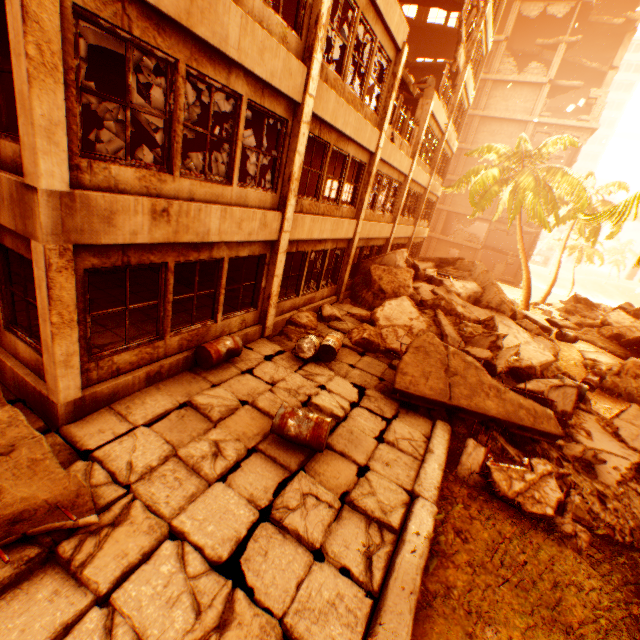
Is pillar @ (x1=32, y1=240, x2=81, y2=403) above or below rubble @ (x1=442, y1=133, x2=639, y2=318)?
below

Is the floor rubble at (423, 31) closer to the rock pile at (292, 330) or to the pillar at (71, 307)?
the rock pile at (292, 330)

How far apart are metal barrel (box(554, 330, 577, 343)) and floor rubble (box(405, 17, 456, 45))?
18.8 meters

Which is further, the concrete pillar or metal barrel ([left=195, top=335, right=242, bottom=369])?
the concrete pillar

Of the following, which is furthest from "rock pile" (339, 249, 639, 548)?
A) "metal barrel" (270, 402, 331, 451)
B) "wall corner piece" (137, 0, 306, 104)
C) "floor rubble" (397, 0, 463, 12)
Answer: "floor rubble" (397, 0, 463, 12)

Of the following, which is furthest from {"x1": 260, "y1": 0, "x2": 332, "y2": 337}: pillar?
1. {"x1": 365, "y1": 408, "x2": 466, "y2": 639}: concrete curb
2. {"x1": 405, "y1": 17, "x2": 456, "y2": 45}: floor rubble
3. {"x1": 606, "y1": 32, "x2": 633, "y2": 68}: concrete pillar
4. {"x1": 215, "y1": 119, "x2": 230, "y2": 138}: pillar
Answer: {"x1": 606, "y1": 32, "x2": 633, "y2": 68}: concrete pillar

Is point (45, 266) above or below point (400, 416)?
above

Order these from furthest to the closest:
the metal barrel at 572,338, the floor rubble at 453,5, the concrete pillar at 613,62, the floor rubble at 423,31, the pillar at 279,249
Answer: the concrete pillar at 613,62 → the floor rubble at 423,31 → the floor rubble at 453,5 → the metal barrel at 572,338 → the pillar at 279,249
